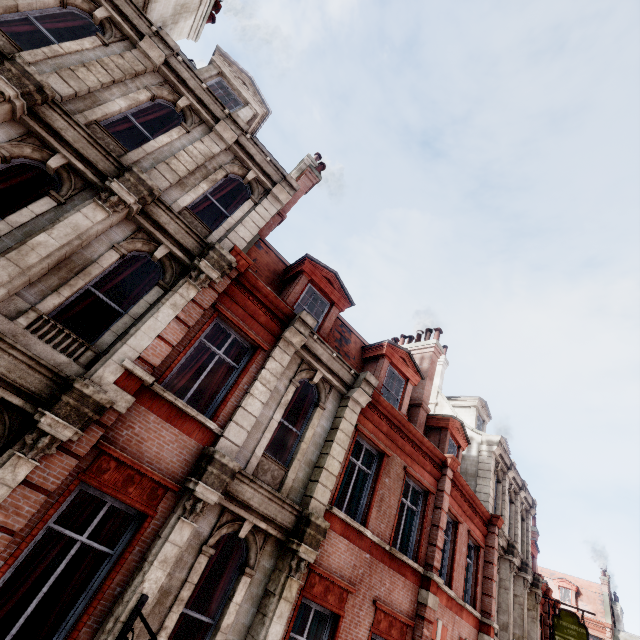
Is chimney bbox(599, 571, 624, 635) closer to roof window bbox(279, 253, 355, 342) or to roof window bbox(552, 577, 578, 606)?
roof window bbox(552, 577, 578, 606)

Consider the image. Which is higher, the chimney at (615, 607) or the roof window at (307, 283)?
the chimney at (615, 607)

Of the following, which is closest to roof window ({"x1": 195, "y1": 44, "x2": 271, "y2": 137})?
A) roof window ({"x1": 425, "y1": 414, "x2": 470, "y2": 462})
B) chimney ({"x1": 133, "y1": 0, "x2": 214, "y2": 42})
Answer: chimney ({"x1": 133, "y1": 0, "x2": 214, "y2": 42})

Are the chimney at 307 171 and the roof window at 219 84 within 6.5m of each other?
yes

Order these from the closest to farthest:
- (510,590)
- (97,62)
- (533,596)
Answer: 1. (97,62)
2. (510,590)
3. (533,596)

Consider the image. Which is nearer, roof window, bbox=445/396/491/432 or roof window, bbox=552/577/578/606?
roof window, bbox=445/396/491/432

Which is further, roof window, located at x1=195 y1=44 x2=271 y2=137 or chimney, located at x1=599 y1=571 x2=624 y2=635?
chimney, located at x1=599 y1=571 x2=624 y2=635

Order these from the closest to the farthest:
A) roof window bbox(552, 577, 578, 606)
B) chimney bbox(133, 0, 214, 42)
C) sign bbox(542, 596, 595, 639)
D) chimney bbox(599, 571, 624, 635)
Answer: chimney bbox(133, 0, 214, 42) < sign bbox(542, 596, 595, 639) < chimney bbox(599, 571, 624, 635) < roof window bbox(552, 577, 578, 606)
